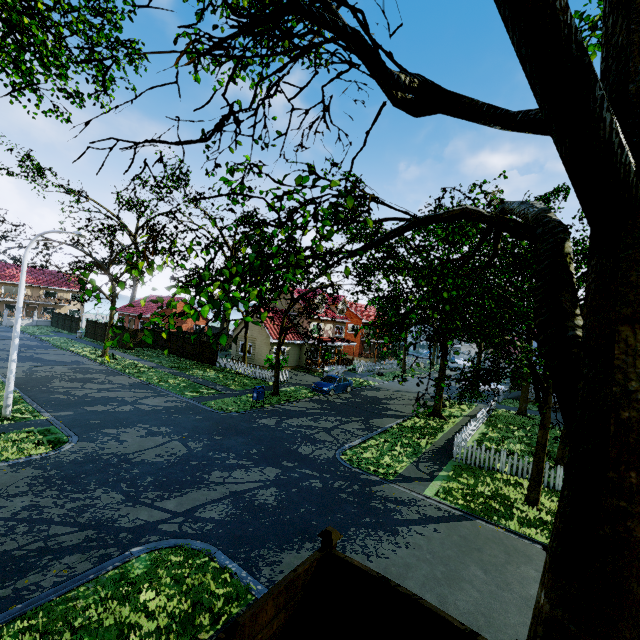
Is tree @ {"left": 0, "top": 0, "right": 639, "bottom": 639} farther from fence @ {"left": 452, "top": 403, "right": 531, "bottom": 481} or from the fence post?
the fence post

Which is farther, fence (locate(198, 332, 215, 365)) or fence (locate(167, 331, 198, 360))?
fence (locate(167, 331, 198, 360))

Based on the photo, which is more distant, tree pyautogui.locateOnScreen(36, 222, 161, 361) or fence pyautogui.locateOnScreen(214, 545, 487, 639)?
tree pyautogui.locateOnScreen(36, 222, 161, 361)

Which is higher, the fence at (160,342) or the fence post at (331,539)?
the fence post at (331,539)

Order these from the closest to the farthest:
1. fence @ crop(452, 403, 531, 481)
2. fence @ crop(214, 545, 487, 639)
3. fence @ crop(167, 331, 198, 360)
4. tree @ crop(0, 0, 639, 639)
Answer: tree @ crop(0, 0, 639, 639) → fence @ crop(214, 545, 487, 639) → fence @ crop(452, 403, 531, 481) → fence @ crop(167, 331, 198, 360)

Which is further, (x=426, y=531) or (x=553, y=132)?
(x=426, y=531)

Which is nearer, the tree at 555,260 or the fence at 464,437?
the tree at 555,260
